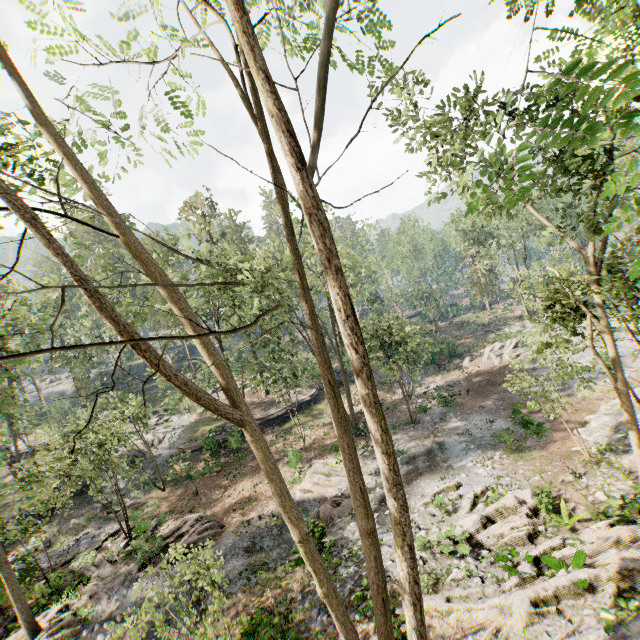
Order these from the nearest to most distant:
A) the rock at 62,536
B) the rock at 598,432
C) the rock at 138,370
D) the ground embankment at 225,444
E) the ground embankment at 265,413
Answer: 1. the rock at 598,432
2. the rock at 62,536
3. the ground embankment at 225,444
4. the ground embankment at 265,413
5. the rock at 138,370

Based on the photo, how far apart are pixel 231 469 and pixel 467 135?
29.3m

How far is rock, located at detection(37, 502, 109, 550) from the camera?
24.0 meters

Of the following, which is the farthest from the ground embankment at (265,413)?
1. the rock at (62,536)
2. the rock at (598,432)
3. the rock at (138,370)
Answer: the rock at (138,370)

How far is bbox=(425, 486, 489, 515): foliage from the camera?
15.1m

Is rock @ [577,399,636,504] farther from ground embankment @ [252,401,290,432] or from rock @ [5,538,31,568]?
rock @ [5,538,31,568]

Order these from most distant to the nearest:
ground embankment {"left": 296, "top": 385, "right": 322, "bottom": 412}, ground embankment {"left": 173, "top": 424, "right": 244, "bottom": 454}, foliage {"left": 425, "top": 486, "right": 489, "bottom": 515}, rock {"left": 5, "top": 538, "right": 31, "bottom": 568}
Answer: ground embankment {"left": 296, "top": 385, "right": 322, "bottom": 412}
ground embankment {"left": 173, "top": 424, "right": 244, "bottom": 454}
rock {"left": 5, "top": 538, "right": 31, "bottom": 568}
foliage {"left": 425, "top": 486, "right": 489, "bottom": 515}

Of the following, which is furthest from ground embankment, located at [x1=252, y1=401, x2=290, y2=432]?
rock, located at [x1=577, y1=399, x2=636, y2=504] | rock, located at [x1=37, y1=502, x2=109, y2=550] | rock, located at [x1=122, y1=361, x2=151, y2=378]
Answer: rock, located at [x1=122, y1=361, x2=151, y2=378]
